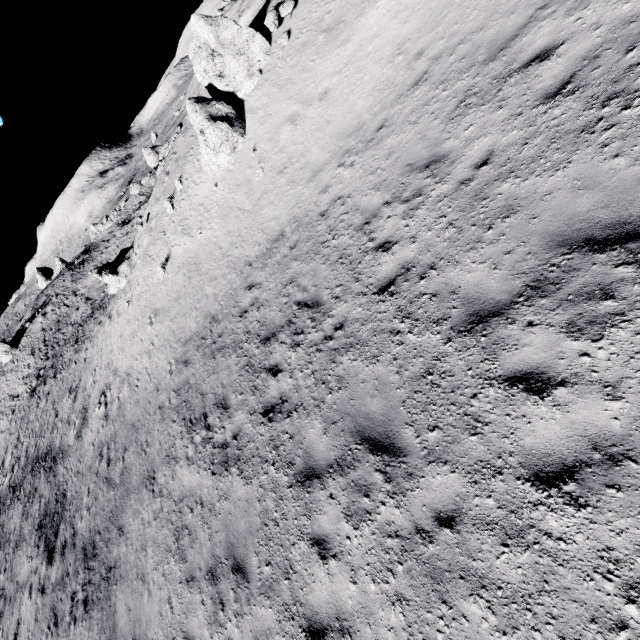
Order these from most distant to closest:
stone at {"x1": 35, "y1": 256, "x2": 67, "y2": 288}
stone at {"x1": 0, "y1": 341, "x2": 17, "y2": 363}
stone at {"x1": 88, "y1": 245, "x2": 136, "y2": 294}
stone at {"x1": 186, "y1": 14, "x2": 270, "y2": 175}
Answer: stone at {"x1": 35, "y1": 256, "x2": 67, "y2": 288}, stone at {"x1": 0, "y1": 341, "x2": 17, "y2": 363}, stone at {"x1": 88, "y1": 245, "x2": 136, "y2": 294}, stone at {"x1": 186, "y1": 14, "x2": 270, "y2": 175}

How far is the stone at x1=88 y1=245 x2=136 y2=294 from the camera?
25.7 meters

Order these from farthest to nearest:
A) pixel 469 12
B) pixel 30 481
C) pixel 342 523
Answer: pixel 30 481 → pixel 469 12 → pixel 342 523

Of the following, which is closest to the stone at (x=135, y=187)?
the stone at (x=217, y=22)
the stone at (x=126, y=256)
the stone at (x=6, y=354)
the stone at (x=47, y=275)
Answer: the stone at (x=47, y=275)

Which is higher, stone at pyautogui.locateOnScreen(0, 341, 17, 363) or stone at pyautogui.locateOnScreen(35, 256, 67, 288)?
stone at pyautogui.locateOnScreen(35, 256, 67, 288)

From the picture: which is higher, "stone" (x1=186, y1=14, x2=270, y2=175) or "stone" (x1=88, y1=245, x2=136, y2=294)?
"stone" (x1=186, y1=14, x2=270, y2=175)

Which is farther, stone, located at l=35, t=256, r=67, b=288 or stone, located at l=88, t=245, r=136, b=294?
stone, located at l=35, t=256, r=67, b=288

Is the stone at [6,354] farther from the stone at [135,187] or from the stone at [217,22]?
the stone at [217,22]
